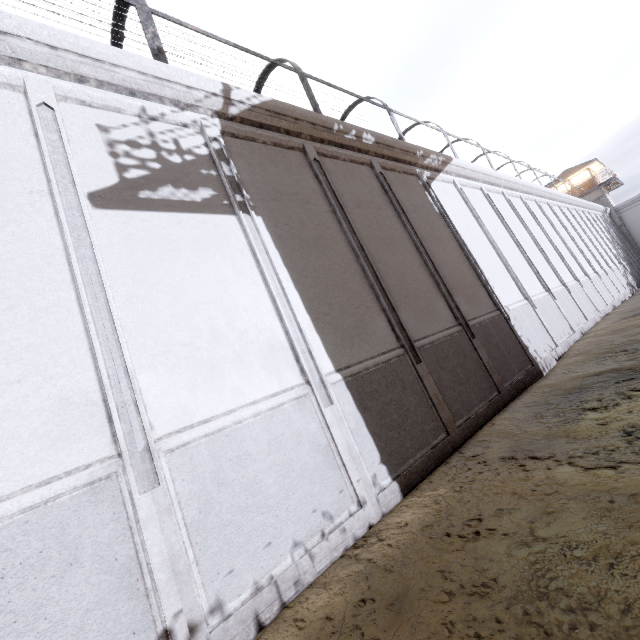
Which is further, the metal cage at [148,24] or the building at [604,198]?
the building at [604,198]

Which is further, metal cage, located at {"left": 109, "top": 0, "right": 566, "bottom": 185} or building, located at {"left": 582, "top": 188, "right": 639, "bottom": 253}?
building, located at {"left": 582, "top": 188, "right": 639, "bottom": 253}

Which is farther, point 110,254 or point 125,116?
point 125,116
